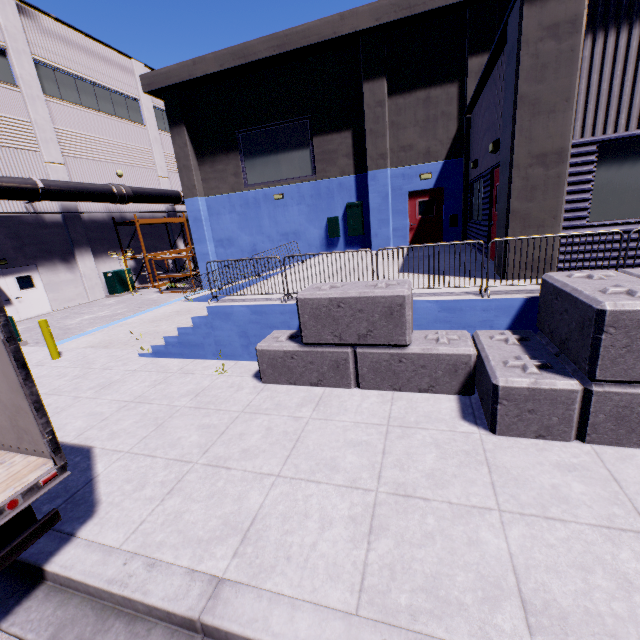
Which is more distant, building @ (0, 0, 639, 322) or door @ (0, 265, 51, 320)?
door @ (0, 265, 51, 320)

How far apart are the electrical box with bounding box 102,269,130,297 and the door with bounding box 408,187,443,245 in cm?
1710

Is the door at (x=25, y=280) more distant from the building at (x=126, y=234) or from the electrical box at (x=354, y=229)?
the electrical box at (x=354, y=229)

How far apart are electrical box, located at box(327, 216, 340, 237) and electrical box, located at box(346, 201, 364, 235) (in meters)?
0.41

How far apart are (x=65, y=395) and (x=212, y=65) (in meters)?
15.08

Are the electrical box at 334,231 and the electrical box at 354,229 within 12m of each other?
yes

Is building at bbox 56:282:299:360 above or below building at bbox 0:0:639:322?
below

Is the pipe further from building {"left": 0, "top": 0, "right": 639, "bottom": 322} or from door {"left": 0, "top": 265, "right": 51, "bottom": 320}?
door {"left": 0, "top": 265, "right": 51, "bottom": 320}
